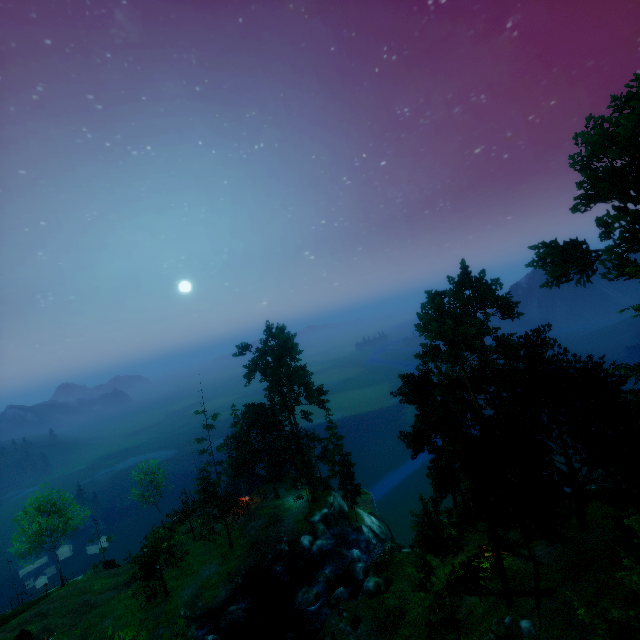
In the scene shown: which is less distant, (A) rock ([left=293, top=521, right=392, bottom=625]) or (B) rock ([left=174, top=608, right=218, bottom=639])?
(A) rock ([left=293, top=521, right=392, bottom=625])

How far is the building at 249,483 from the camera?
46.5 meters

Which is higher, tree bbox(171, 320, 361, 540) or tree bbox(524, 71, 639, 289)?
tree bbox(524, 71, 639, 289)

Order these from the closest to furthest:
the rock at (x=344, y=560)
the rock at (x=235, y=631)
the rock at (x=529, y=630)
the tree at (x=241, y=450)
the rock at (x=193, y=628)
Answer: the rock at (x=529, y=630), the rock at (x=344, y=560), the rock at (x=193, y=628), the rock at (x=235, y=631), the tree at (x=241, y=450)

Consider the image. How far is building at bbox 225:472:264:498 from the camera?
46.5m

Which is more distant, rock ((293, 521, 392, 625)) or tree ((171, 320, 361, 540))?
tree ((171, 320, 361, 540))

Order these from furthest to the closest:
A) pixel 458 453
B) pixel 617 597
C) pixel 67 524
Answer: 1. pixel 67 524
2. pixel 458 453
3. pixel 617 597

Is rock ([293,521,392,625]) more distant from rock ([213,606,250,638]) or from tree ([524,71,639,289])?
tree ([524,71,639,289])
